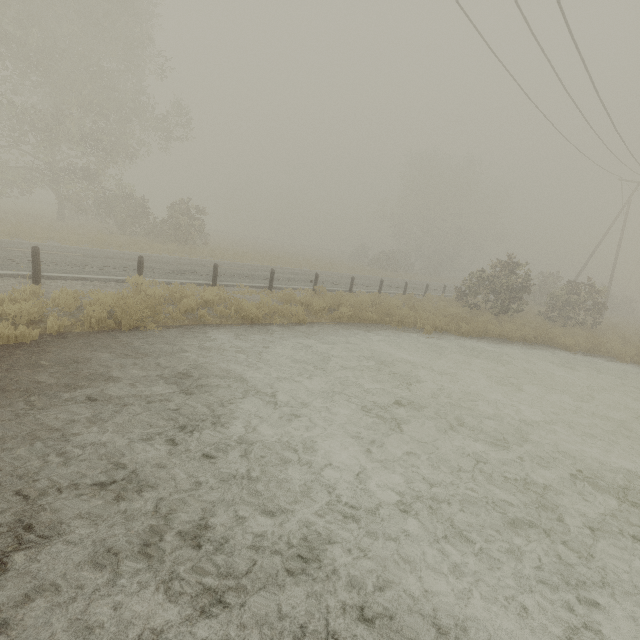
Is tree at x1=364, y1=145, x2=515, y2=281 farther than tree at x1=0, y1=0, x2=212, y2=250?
Yes

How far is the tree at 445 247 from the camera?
44.4 meters

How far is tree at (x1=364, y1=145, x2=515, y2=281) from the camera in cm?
4441

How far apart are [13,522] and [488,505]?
5.36m

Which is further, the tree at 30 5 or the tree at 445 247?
the tree at 445 247
